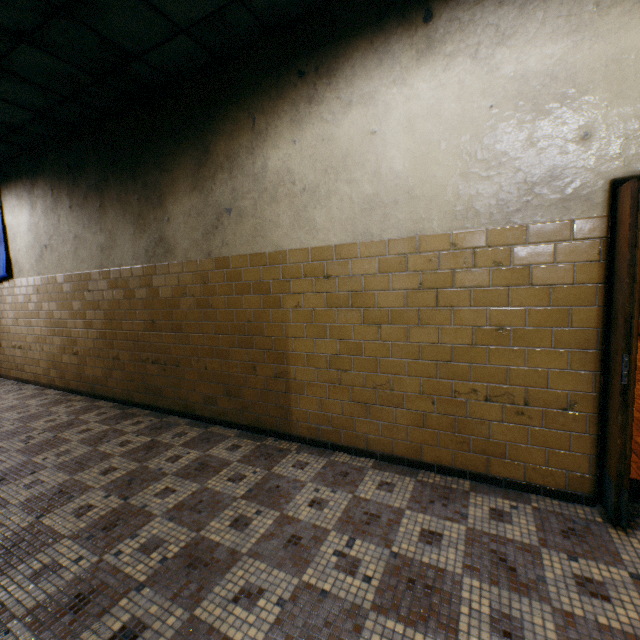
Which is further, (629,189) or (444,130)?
(444,130)
